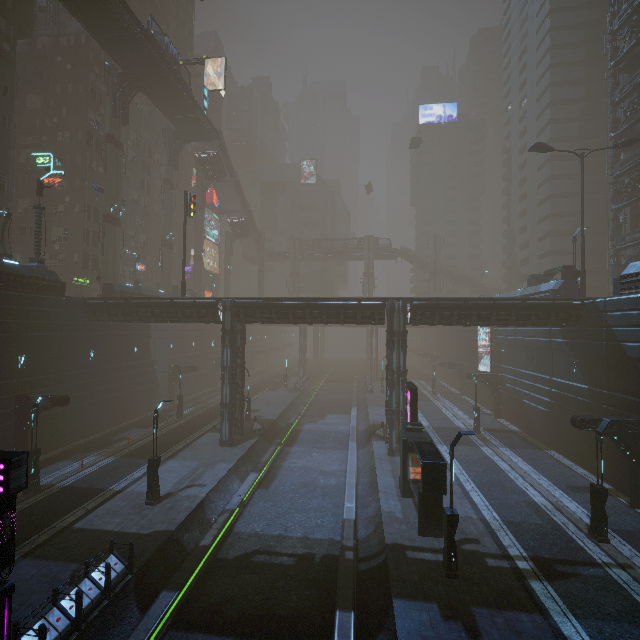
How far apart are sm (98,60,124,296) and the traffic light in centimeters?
1181cm

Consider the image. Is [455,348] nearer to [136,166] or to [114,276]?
[114,276]

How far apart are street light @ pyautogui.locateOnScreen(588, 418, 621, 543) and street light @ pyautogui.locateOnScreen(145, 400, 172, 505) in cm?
2152

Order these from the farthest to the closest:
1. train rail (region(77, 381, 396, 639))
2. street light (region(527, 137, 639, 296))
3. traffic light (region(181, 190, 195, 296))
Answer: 1. traffic light (region(181, 190, 195, 296))
2. street light (region(527, 137, 639, 296))
3. train rail (region(77, 381, 396, 639))

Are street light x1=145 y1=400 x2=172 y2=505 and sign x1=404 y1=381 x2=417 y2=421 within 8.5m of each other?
no

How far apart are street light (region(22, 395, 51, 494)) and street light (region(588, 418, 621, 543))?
29.0m

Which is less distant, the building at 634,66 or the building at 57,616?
the building at 57,616

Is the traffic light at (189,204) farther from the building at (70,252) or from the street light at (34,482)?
the street light at (34,482)
